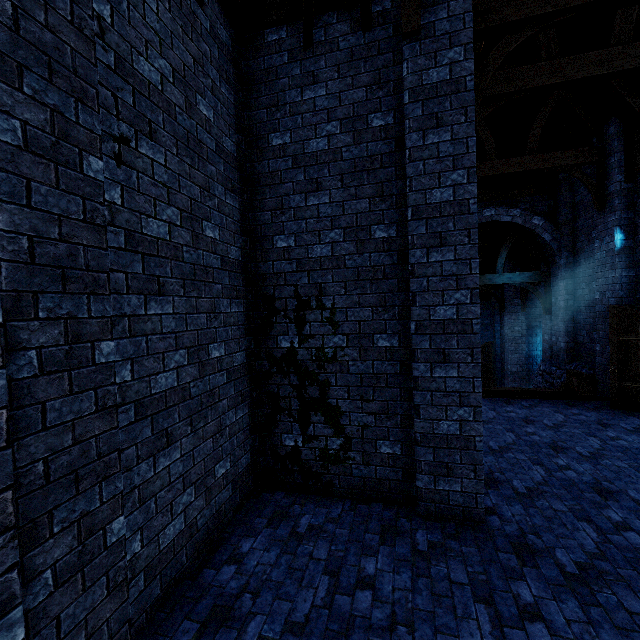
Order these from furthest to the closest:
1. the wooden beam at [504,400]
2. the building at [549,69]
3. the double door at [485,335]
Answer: the double door at [485,335] < the wooden beam at [504,400] < the building at [549,69]

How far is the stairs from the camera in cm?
877

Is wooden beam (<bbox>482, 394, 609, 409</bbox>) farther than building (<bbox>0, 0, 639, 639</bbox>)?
Yes

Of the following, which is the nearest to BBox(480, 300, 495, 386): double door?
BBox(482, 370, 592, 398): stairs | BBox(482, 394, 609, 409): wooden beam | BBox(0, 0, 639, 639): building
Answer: BBox(0, 0, 639, 639): building

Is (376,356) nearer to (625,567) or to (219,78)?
(625,567)

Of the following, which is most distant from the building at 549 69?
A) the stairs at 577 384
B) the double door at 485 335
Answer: the stairs at 577 384

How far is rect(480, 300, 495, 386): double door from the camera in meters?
19.5

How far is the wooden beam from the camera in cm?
852
